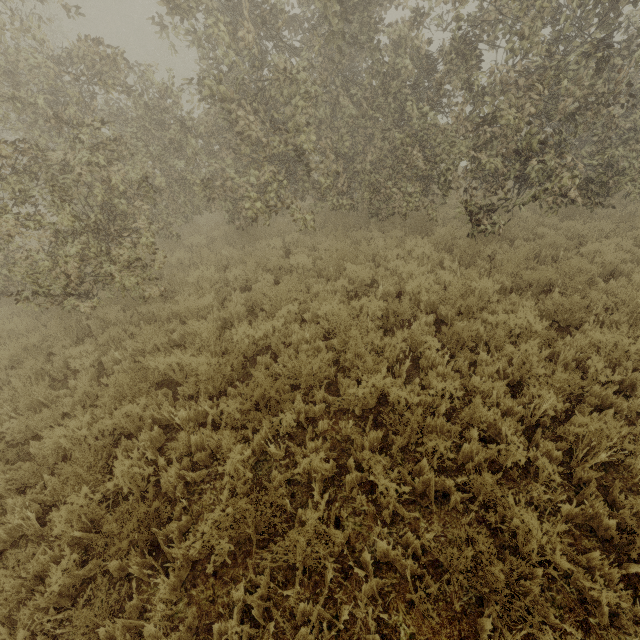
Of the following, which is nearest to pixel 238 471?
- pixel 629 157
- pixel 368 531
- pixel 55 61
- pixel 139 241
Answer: pixel 368 531
